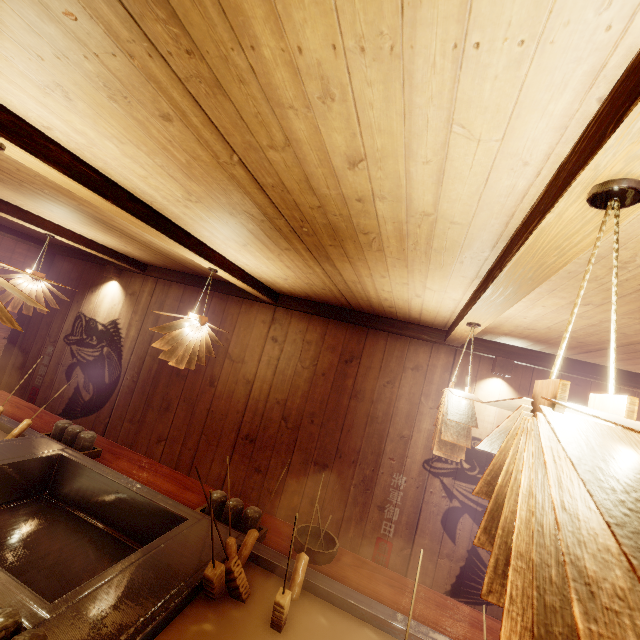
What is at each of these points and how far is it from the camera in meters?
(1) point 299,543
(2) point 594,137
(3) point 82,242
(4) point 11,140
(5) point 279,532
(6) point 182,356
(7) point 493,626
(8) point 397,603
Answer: (1) tableware, 3.5
(2) wood bar, 1.1
(3) wood bar, 6.2
(4) wood bar, 2.2
(5) table, 3.9
(6) light, 4.5
(7) table, 3.3
(8) table, 3.2

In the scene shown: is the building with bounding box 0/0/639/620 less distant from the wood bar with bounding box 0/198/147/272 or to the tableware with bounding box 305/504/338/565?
the wood bar with bounding box 0/198/147/272

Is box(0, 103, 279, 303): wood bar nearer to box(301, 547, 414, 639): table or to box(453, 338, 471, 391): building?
box(453, 338, 471, 391): building

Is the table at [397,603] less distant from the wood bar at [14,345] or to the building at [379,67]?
the building at [379,67]

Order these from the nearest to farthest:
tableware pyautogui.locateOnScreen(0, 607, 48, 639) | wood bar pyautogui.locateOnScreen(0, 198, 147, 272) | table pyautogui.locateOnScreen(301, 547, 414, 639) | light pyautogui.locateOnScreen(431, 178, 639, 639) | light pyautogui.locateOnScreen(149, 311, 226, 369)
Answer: light pyautogui.locateOnScreen(431, 178, 639, 639), tableware pyautogui.locateOnScreen(0, 607, 48, 639), table pyautogui.locateOnScreen(301, 547, 414, 639), light pyautogui.locateOnScreen(149, 311, 226, 369), wood bar pyautogui.locateOnScreen(0, 198, 147, 272)

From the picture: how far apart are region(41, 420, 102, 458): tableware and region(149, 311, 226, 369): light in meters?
1.4

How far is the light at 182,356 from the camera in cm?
413

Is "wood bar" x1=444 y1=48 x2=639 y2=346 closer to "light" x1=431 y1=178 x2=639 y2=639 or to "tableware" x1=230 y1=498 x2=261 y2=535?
"light" x1=431 y1=178 x2=639 y2=639
